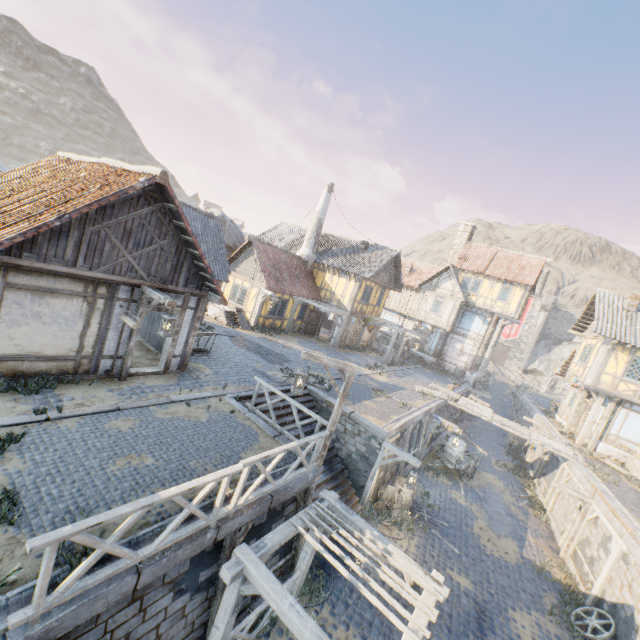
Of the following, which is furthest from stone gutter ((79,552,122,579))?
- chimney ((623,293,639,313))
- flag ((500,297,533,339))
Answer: A: flag ((500,297,533,339))

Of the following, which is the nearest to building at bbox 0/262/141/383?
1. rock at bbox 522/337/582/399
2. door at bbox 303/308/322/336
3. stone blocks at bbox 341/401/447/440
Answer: stone blocks at bbox 341/401/447/440

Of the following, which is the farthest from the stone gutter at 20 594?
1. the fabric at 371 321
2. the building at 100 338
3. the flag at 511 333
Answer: the flag at 511 333

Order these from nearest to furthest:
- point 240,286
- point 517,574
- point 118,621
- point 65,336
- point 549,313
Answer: point 118,621 < point 65,336 < point 517,574 < point 240,286 < point 549,313

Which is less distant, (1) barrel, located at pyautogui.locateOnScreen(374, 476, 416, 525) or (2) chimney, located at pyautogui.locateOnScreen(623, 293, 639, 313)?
(1) barrel, located at pyautogui.locateOnScreen(374, 476, 416, 525)

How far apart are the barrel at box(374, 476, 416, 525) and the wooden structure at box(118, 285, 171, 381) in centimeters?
1004cm

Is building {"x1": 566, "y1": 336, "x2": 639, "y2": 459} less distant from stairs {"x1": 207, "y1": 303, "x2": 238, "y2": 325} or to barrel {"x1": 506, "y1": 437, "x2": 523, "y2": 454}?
barrel {"x1": 506, "y1": 437, "x2": 523, "y2": 454}

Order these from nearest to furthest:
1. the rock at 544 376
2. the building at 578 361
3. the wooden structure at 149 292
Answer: the wooden structure at 149 292, the building at 578 361, the rock at 544 376
